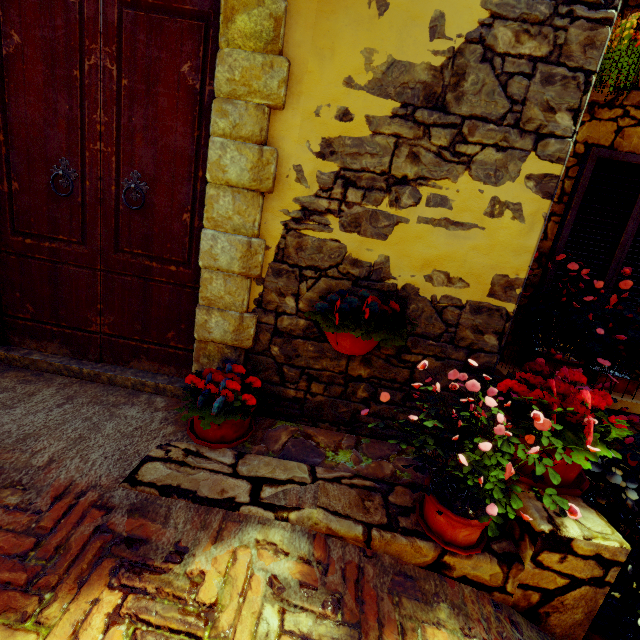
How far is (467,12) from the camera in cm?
162

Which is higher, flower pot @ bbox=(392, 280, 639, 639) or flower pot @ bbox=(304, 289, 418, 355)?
flower pot @ bbox=(304, 289, 418, 355)

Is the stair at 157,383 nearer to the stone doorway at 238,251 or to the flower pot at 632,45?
the stone doorway at 238,251

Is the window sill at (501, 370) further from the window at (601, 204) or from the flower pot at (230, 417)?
the flower pot at (230, 417)

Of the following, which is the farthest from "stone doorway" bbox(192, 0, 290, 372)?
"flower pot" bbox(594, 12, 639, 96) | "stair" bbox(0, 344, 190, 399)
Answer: "flower pot" bbox(594, 12, 639, 96)

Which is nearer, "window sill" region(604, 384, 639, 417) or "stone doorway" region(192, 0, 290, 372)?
"stone doorway" region(192, 0, 290, 372)

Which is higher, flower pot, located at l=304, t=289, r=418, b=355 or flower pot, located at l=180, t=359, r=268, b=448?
flower pot, located at l=304, t=289, r=418, b=355

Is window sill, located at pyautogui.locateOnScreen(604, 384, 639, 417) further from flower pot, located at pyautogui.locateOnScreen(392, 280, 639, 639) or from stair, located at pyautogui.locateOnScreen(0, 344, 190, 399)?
stair, located at pyautogui.locateOnScreen(0, 344, 190, 399)
